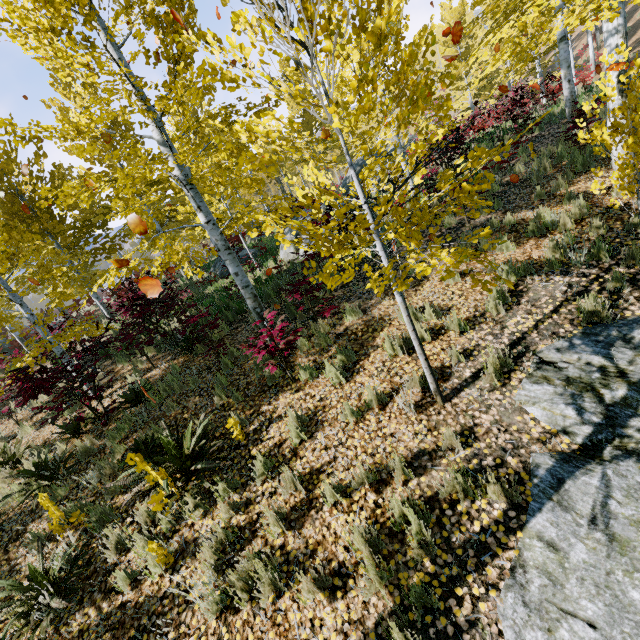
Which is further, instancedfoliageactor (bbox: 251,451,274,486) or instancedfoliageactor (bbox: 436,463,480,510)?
instancedfoliageactor (bbox: 251,451,274,486)

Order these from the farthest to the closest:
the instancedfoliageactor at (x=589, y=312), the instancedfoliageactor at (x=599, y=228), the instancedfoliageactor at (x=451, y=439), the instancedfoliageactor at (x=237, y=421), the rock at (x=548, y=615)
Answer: the instancedfoliageactor at (x=599, y=228) → the instancedfoliageactor at (x=237, y=421) → the instancedfoliageactor at (x=589, y=312) → the instancedfoliageactor at (x=451, y=439) → the rock at (x=548, y=615)

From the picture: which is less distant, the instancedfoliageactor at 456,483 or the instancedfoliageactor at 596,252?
the instancedfoliageactor at 456,483

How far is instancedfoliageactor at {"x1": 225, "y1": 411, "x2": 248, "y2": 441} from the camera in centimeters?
484cm

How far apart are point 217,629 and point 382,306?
5.1m

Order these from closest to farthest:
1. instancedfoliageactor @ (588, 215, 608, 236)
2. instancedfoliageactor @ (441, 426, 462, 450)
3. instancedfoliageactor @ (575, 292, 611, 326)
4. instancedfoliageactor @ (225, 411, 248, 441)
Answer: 1. instancedfoliageactor @ (441, 426, 462, 450)
2. instancedfoliageactor @ (575, 292, 611, 326)
3. instancedfoliageactor @ (225, 411, 248, 441)
4. instancedfoliageactor @ (588, 215, 608, 236)
